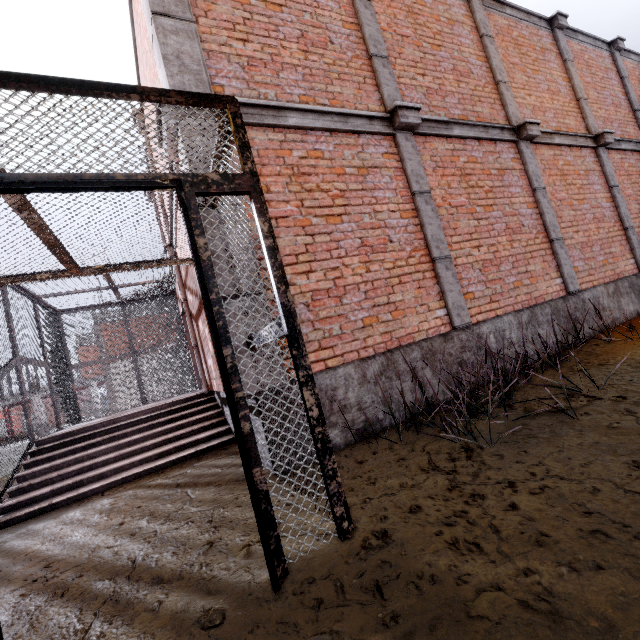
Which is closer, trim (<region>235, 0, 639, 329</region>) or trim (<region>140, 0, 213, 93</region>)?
trim (<region>140, 0, 213, 93</region>)

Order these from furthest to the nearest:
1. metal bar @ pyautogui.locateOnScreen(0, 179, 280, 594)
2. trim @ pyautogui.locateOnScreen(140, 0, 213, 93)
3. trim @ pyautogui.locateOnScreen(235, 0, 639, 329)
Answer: trim @ pyautogui.locateOnScreen(235, 0, 639, 329) < trim @ pyautogui.locateOnScreen(140, 0, 213, 93) < metal bar @ pyautogui.locateOnScreen(0, 179, 280, 594)

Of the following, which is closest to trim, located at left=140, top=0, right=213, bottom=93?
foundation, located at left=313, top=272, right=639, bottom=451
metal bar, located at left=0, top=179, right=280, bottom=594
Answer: foundation, located at left=313, top=272, right=639, bottom=451

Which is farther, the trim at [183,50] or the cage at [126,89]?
the trim at [183,50]

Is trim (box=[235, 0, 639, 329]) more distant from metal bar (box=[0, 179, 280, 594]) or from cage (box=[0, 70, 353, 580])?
metal bar (box=[0, 179, 280, 594])

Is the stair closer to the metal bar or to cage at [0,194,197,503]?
cage at [0,194,197,503]

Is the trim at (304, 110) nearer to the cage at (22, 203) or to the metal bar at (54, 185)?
the cage at (22, 203)

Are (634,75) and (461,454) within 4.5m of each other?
no
